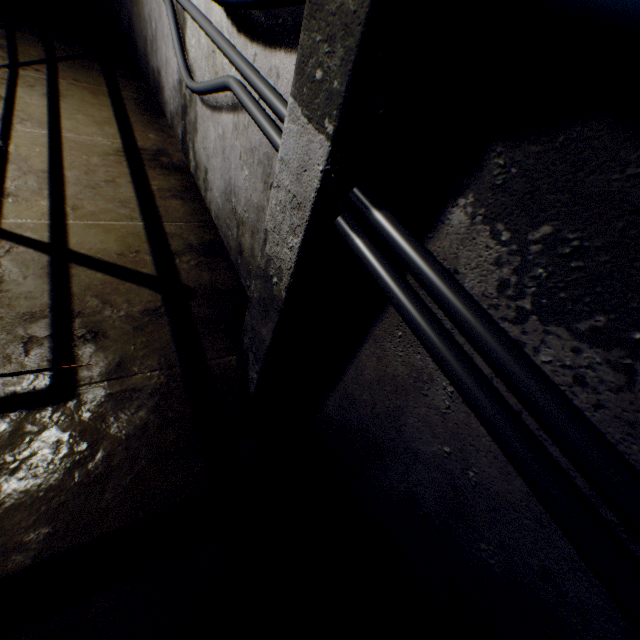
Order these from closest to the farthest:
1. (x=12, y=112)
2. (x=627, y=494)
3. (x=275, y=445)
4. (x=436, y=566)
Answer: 1. (x=627, y=494)
2. (x=436, y=566)
3. (x=275, y=445)
4. (x=12, y=112)

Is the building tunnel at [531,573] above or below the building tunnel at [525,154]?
below

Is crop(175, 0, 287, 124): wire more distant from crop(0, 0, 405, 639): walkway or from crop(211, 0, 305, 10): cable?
crop(0, 0, 405, 639): walkway

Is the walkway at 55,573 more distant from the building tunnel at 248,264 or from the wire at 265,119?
the wire at 265,119

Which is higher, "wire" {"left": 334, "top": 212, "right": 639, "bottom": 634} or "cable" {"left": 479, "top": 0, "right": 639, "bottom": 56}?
"cable" {"left": 479, "top": 0, "right": 639, "bottom": 56}

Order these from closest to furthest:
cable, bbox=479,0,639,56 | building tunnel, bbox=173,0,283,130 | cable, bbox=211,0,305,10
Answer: cable, bbox=479,0,639,56, cable, bbox=211,0,305,10, building tunnel, bbox=173,0,283,130

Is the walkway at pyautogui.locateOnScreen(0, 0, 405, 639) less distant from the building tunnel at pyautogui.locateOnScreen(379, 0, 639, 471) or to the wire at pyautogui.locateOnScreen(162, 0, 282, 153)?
the building tunnel at pyautogui.locateOnScreen(379, 0, 639, 471)
